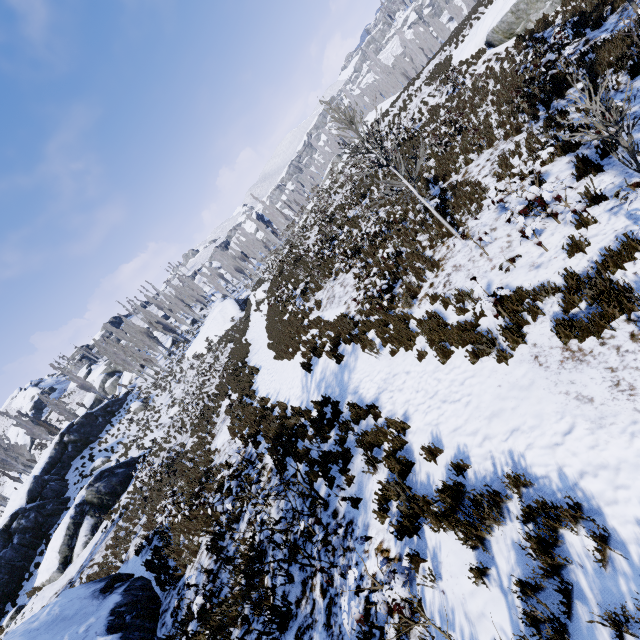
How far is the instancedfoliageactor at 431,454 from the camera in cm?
522

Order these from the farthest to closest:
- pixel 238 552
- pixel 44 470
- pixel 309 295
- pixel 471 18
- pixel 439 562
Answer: pixel 44 470 < pixel 471 18 < pixel 309 295 < pixel 238 552 < pixel 439 562

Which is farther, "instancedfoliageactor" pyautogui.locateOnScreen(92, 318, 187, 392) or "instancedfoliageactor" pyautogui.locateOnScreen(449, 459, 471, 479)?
"instancedfoliageactor" pyautogui.locateOnScreen(92, 318, 187, 392)

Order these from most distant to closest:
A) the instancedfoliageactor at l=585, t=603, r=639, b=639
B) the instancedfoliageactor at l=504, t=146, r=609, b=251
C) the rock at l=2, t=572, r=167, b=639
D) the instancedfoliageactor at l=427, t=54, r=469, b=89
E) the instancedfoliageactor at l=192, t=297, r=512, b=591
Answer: the instancedfoliageactor at l=427, t=54, r=469, b=89 < the rock at l=2, t=572, r=167, b=639 < the instancedfoliageactor at l=504, t=146, r=609, b=251 < the instancedfoliageactor at l=192, t=297, r=512, b=591 < the instancedfoliageactor at l=585, t=603, r=639, b=639

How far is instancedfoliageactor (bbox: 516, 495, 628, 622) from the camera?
3.02m

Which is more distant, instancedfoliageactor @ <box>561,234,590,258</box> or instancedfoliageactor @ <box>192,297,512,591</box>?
instancedfoliageactor @ <box>561,234,590,258</box>

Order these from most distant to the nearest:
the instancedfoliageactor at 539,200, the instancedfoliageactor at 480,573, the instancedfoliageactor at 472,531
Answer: the instancedfoliageactor at 539,200
the instancedfoliageactor at 472,531
the instancedfoliageactor at 480,573
